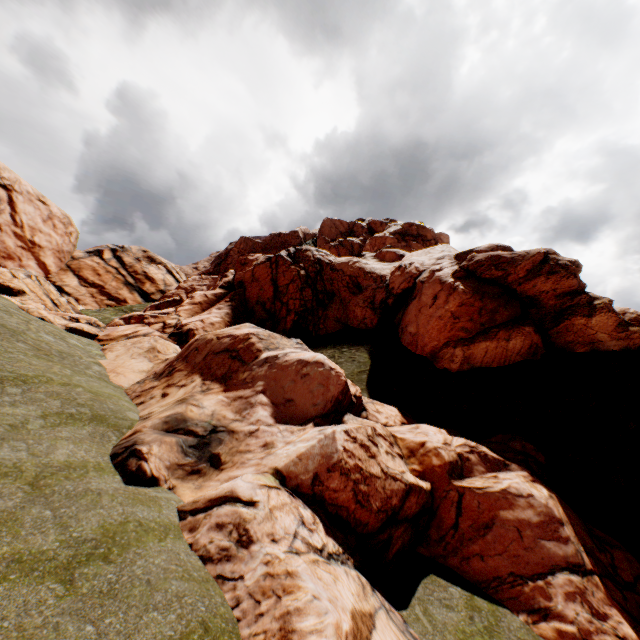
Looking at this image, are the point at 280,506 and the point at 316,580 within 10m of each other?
yes
